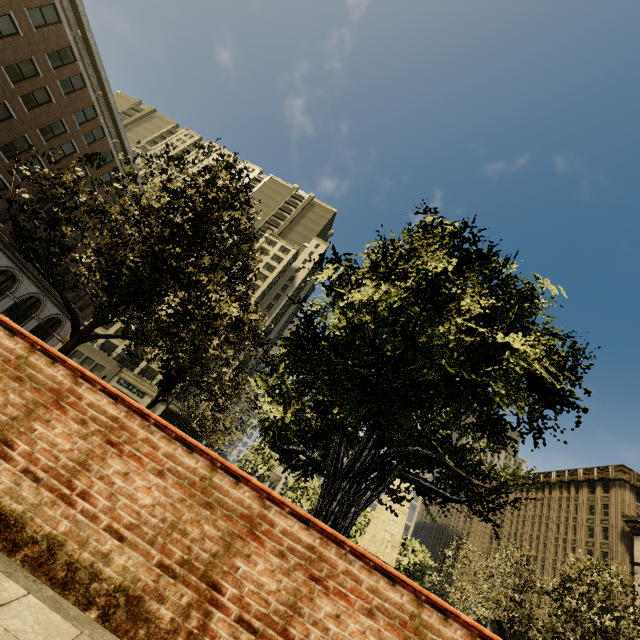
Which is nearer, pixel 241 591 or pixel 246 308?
pixel 241 591

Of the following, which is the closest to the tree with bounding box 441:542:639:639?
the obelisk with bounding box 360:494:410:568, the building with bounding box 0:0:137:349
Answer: the building with bounding box 0:0:137:349

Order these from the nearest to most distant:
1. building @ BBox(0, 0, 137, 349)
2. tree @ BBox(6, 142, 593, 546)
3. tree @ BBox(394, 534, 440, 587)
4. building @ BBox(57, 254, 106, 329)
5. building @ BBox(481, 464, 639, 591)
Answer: tree @ BBox(6, 142, 593, 546) → building @ BBox(0, 0, 137, 349) → tree @ BBox(394, 534, 440, 587) → building @ BBox(57, 254, 106, 329) → building @ BBox(481, 464, 639, 591)

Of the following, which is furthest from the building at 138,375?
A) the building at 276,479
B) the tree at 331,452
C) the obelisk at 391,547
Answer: the obelisk at 391,547

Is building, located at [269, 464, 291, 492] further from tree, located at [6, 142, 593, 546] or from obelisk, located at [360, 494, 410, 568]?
obelisk, located at [360, 494, 410, 568]

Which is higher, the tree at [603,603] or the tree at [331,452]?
the tree at [603,603]

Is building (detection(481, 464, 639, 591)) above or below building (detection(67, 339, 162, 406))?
above

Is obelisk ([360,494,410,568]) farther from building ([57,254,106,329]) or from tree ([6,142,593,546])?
building ([57,254,106,329])
